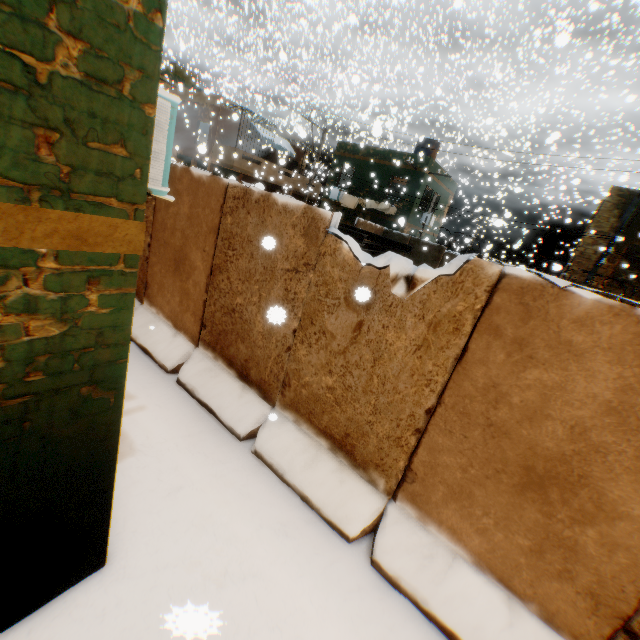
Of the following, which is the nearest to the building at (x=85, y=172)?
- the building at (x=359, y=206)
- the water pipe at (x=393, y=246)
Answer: the building at (x=359, y=206)

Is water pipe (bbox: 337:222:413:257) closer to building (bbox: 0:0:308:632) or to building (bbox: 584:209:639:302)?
building (bbox: 584:209:639:302)

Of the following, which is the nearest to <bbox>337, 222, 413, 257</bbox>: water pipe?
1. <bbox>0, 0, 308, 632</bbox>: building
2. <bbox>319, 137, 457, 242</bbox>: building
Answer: <bbox>319, 137, 457, 242</bbox>: building

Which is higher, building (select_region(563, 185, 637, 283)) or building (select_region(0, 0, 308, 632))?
building (select_region(563, 185, 637, 283))

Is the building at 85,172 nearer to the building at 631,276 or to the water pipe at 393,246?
the building at 631,276

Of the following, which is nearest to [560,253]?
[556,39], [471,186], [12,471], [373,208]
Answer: [373,208]

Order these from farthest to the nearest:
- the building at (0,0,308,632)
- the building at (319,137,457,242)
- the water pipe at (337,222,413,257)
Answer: the building at (319,137,457,242) → the water pipe at (337,222,413,257) → the building at (0,0,308,632)

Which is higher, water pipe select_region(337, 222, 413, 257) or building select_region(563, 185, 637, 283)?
building select_region(563, 185, 637, 283)
